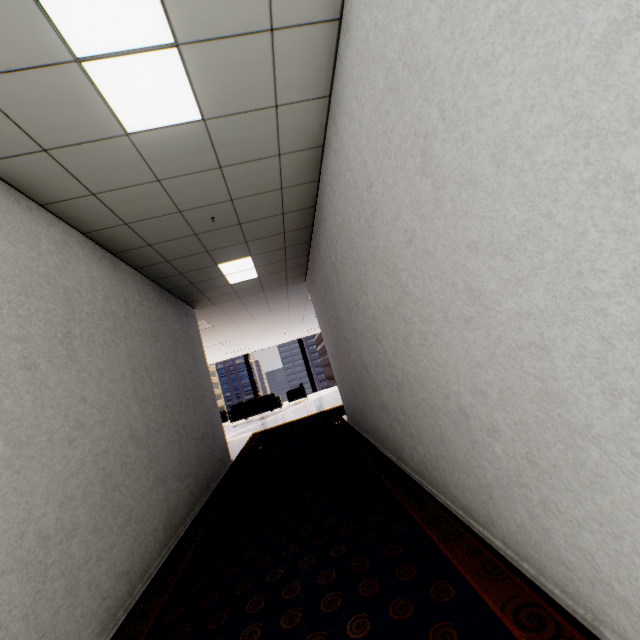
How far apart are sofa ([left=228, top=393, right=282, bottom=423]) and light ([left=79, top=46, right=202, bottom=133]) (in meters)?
10.93

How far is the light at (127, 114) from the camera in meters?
1.7

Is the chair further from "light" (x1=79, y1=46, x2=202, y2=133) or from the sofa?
"light" (x1=79, y1=46, x2=202, y2=133)

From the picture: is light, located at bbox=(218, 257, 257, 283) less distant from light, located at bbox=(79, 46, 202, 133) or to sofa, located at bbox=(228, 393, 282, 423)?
light, located at bbox=(79, 46, 202, 133)

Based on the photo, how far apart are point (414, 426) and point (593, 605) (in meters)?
1.39

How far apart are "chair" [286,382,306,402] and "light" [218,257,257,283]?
8.9m

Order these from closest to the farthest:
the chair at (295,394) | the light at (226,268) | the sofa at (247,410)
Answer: the light at (226,268)
the sofa at (247,410)
the chair at (295,394)

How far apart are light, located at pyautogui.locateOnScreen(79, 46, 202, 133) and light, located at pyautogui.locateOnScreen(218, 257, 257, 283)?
2.5 meters
